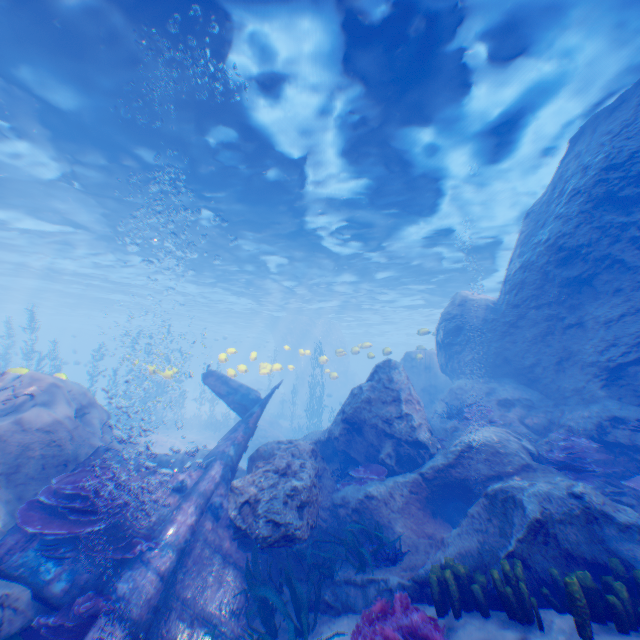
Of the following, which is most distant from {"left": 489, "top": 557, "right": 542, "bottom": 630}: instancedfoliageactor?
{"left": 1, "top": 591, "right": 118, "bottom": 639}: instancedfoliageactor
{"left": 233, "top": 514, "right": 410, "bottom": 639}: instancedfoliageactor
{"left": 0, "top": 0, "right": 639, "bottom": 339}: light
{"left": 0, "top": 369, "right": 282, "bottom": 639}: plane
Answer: {"left": 0, "top": 0, "right": 639, "bottom": 339}: light

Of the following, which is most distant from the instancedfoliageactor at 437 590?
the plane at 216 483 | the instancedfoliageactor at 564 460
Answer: the instancedfoliageactor at 564 460

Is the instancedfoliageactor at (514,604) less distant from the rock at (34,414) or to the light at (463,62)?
the rock at (34,414)

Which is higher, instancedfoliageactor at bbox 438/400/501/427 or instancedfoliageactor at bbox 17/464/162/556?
instancedfoliageactor at bbox 438/400/501/427

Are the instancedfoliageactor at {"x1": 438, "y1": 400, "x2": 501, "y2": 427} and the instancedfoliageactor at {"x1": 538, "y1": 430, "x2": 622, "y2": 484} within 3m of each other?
yes

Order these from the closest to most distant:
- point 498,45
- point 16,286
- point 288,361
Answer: point 498,45, point 16,286, point 288,361

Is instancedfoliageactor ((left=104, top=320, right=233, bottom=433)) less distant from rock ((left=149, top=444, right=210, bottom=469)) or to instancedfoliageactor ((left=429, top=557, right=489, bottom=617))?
rock ((left=149, top=444, right=210, bottom=469))

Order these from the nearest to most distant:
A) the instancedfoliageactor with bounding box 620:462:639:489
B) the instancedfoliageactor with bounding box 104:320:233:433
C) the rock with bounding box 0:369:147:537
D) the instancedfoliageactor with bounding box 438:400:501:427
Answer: the instancedfoliageactor with bounding box 620:462:639:489, the rock with bounding box 0:369:147:537, the instancedfoliageactor with bounding box 438:400:501:427, the instancedfoliageactor with bounding box 104:320:233:433
